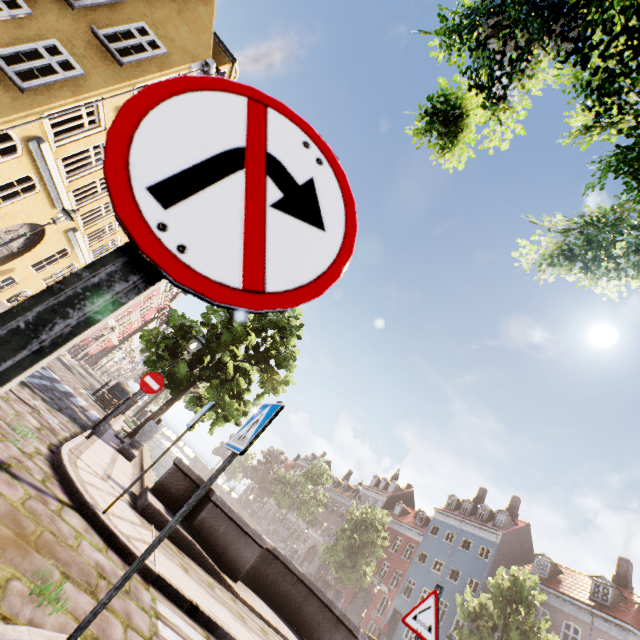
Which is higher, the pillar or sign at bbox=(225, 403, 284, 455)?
sign at bbox=(225, 403, 284, 455)

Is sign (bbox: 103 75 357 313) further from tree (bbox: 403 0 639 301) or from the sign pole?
tree (bbox: 403 0 639 301)

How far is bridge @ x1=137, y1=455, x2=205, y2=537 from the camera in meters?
5.7

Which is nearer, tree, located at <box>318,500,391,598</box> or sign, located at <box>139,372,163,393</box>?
sign, located at <box>139,372,163,393</box>

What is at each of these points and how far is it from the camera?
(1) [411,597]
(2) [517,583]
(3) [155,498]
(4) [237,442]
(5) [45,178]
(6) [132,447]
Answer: (1) building, 31.5 meters
(2) tree, 18.5 meters
(3) bridge, 6.3 meters
(4) sign, 2.6 meters
(5) building, 11.1 meters
(6) pillar, 9.0 meters

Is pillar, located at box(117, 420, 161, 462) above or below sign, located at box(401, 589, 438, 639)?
below

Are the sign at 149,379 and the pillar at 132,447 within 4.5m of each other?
yes

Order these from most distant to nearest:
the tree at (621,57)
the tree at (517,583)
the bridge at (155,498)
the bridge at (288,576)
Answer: the tree at (517,583), the bridge at (155,498), the bridge at (288,576), the tree at (621,57)
